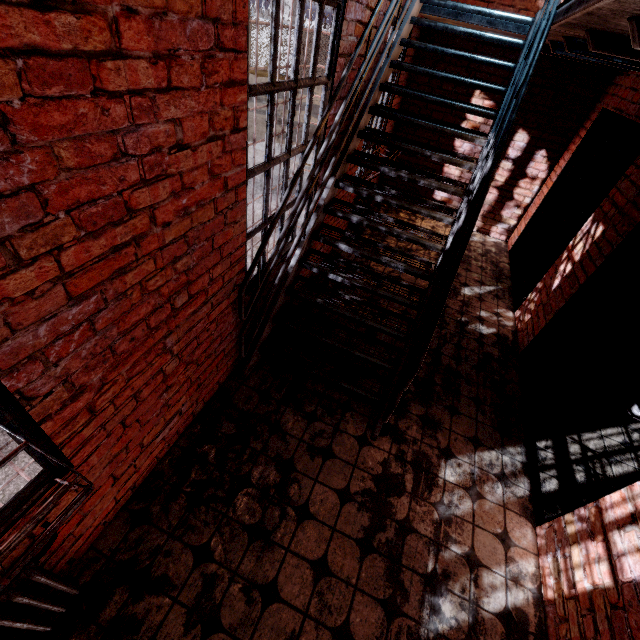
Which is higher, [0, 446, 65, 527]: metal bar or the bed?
[0, 446, 65, 527]: metal bar

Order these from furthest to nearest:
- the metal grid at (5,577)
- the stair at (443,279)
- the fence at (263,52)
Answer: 1. the fence at (263,52)
2. the stair at (443,279)
3. the metal grid at (5,577)

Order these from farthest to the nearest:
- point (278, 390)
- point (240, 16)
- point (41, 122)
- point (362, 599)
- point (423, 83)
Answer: point (423, 83) < point (278, 390) < point (362, 599) < point (240, 16) < point (41, 122)

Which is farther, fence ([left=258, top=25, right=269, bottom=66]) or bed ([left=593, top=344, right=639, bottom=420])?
fence ([left=258, top=25, right=269, bottom=66])

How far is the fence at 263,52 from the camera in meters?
21.9 m

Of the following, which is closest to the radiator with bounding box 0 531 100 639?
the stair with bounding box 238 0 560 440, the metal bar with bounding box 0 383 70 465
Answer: the metal bar with bounding box 0 383 70 465

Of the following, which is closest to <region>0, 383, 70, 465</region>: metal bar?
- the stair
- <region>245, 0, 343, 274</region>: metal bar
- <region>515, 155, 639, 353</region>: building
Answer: the stair

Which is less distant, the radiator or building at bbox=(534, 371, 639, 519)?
the radiator
